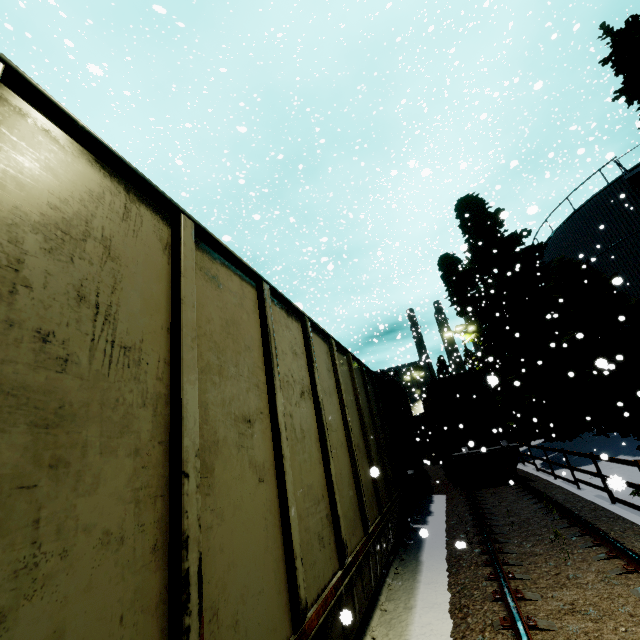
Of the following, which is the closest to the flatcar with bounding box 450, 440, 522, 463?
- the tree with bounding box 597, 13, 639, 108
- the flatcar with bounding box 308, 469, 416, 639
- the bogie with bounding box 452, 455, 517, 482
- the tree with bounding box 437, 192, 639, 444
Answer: the bogie with bounding box 452, 455, 517, 482

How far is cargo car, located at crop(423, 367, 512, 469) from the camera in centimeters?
1542cm

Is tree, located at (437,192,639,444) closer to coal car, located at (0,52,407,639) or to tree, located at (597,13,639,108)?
tree, located at (597,13,639,108)

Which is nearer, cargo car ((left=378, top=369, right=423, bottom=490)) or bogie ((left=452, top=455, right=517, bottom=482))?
cargo car ((left=378, top=369, right=423, bottom=490))

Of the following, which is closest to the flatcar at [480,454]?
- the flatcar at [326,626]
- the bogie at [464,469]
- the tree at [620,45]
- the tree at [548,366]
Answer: the bogie at [464,469]

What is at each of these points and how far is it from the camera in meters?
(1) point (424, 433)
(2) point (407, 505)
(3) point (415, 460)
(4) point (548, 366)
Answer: (1) coal car, 29.3
(2) bogie, 9.2
(3) cargo car, 12.4
(4) tree, 15.6

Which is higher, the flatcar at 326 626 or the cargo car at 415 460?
the cargo car at 415 460

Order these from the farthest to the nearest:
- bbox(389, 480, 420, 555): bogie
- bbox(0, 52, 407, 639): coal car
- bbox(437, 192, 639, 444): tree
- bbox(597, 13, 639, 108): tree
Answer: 1. bbox(437, 192, 639, 444): tree
2. bbox(597, 13, 639, 108): tree
3. bbox(389, 480, 420, 555): bogie
4. bbox(0, 52, 407, 639): coal car
